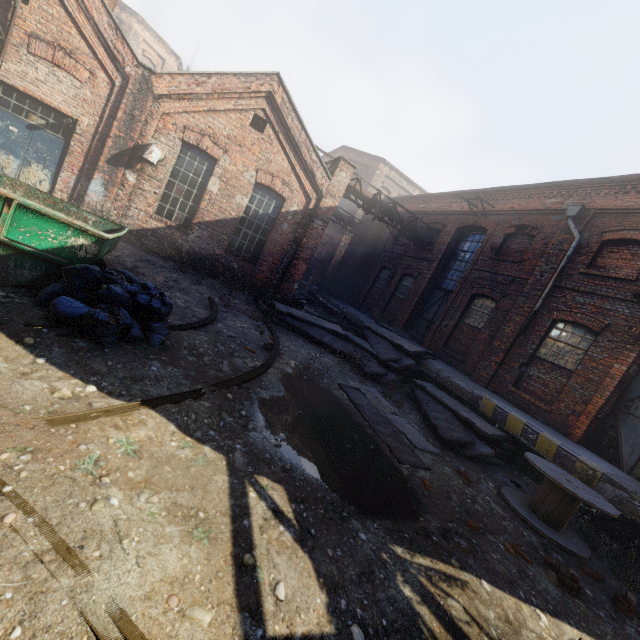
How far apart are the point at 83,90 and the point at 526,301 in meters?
15.3 m

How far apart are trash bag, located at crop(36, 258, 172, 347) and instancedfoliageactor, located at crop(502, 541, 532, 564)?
5.9m

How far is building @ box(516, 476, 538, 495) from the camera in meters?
7.3

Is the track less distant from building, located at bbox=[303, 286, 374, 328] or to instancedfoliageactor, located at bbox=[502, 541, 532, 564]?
instancedfoliageactor, located at bbox=[502, 541, 532, 564]

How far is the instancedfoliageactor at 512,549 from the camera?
4.4 meters

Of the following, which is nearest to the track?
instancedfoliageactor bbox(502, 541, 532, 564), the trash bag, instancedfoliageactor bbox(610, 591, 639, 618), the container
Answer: the trash bag

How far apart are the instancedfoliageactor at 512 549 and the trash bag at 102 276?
5.9m
